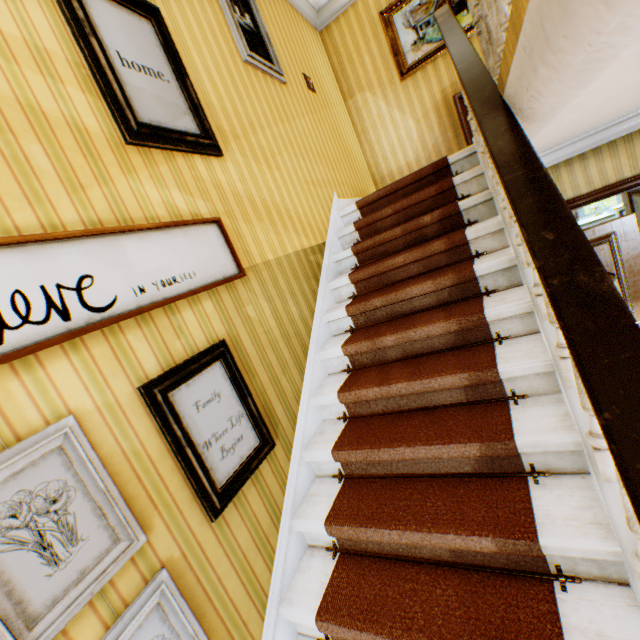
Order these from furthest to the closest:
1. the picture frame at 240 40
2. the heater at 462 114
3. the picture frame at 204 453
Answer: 1. the heater at 462 114
2. the picture frame at 240 40
3. the picture frame at 204 453

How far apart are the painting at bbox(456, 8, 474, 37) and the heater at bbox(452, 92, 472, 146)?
0.8 meters

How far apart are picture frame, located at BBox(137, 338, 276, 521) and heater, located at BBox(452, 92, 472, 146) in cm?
457

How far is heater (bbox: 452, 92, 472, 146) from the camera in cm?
446

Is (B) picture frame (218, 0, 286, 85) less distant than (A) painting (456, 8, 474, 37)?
Yes

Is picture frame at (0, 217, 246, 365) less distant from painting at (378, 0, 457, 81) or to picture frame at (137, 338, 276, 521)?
picture frame at (137, 338, 276, 521)

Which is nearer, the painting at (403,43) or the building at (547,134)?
the building at (547,134)

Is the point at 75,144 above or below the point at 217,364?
above
